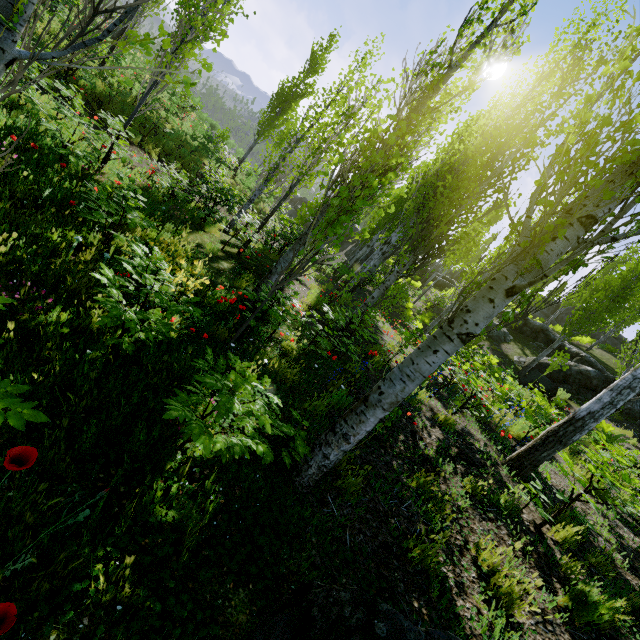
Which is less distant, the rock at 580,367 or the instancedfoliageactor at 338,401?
the instancedfoliageactor at 338,401

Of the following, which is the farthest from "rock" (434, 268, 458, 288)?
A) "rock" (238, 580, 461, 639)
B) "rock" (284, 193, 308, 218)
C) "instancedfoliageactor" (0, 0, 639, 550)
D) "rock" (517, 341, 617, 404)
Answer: "rock" (284, 193, 308, 218)

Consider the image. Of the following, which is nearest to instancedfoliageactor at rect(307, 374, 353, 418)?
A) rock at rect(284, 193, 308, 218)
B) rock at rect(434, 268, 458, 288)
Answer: rock at rect(434, 268, 458, 288)

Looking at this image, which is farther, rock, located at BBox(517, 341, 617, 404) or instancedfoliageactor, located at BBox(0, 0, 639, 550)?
rock, located at BBox(517, 341, 617, 404)

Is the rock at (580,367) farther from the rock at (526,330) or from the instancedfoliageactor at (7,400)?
the rock at (526,330)

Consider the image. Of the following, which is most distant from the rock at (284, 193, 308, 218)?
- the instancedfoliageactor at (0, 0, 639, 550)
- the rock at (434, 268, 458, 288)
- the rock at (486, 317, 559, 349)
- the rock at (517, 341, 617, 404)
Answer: the rock at (434, 268, 458, 288)

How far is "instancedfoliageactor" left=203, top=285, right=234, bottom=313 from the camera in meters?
4.7 m

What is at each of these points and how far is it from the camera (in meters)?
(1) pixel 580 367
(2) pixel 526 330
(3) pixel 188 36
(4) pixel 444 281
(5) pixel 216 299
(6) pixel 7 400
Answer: (1) rock, 16.11
(2) rock, 22.33
(3) instancedfoliageactor, 12.39
(4) rock, 30.83
(5) instancedfoliageactor, 5.23
(6) instancedfoliageactor, 1.49
